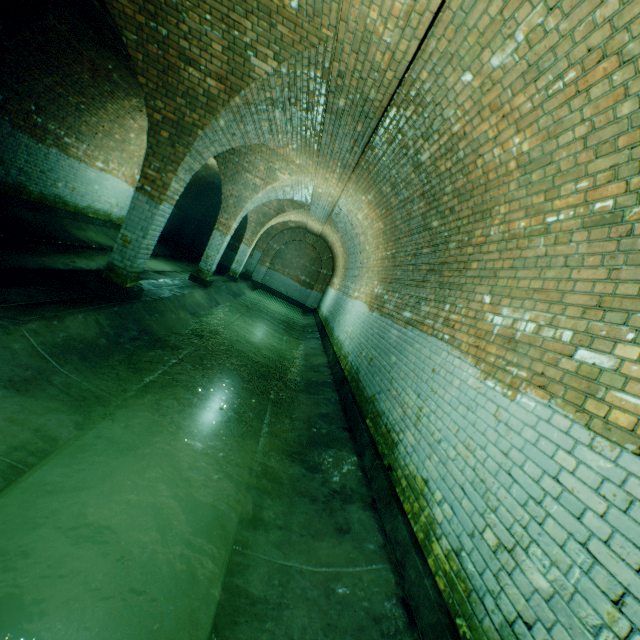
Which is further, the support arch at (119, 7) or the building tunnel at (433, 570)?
the support arch at (119, 7)

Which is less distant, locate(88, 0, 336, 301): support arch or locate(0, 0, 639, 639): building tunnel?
locate(0, 0, 639, 639): building tunnel

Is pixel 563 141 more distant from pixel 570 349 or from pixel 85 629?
pixel 85 629
